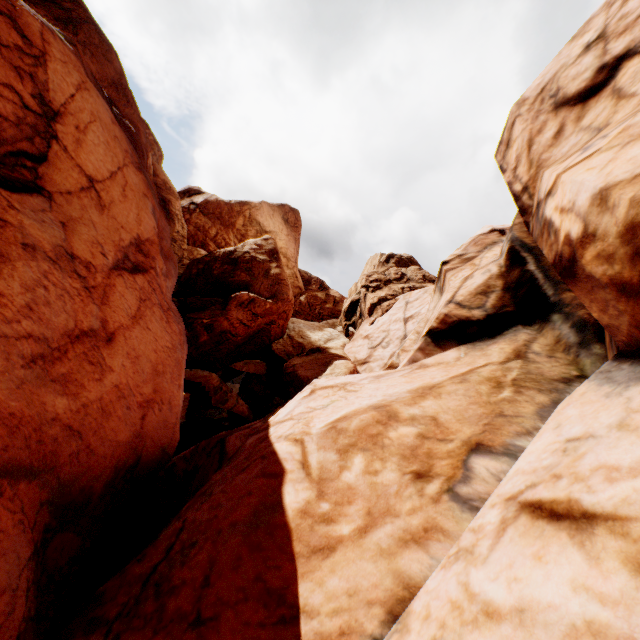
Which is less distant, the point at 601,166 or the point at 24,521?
the point at 601,166
